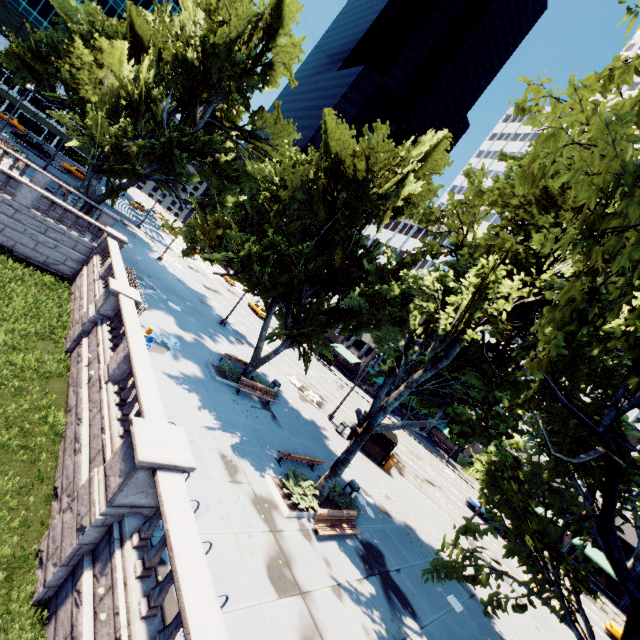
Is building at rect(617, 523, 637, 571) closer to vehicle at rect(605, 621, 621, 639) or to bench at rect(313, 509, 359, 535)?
vehicle at rect(605, 621, 621, 639)

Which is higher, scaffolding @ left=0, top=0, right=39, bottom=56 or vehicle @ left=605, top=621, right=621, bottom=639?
scaffolding @ left=0, top=0, right=39, bottom=56

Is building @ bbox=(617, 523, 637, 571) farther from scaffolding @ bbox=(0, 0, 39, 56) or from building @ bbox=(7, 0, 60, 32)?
building @ bbox=(7, 0, 60, 32)

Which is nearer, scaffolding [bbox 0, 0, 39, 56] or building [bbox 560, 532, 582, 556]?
building [bbox 560, 532, 582, 556]

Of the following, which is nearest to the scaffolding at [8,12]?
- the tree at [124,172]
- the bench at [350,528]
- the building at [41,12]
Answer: the building at [41,12]

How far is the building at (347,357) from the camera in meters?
55.9

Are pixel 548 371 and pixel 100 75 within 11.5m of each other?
no

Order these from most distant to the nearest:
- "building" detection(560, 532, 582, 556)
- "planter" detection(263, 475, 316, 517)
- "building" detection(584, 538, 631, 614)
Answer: "building" detection(560, 532, 582, 556), "building" detection(584, 538, 631, 614), "planter" detection(263, 475, 316, 517)
